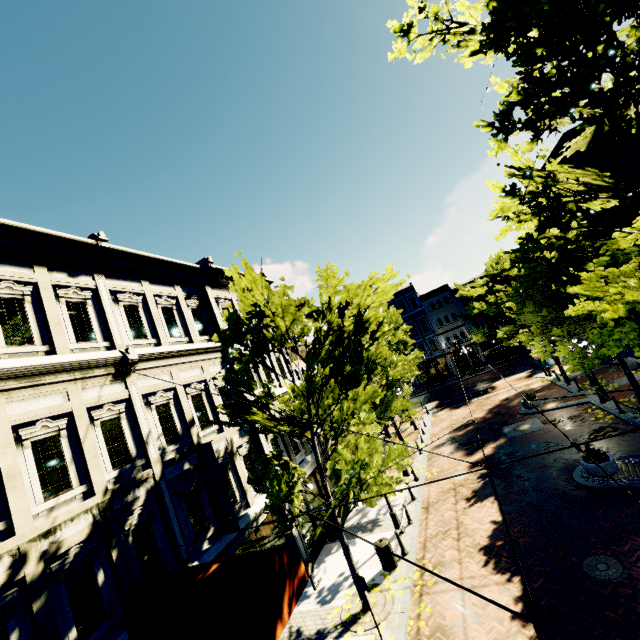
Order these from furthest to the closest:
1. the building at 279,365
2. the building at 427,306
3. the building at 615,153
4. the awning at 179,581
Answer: the building at 427,306 < the building at 279,365 < the building at 615,153 < the awning at 179,581

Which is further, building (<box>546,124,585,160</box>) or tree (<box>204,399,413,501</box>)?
building (<box>546,124,585,160</box>)

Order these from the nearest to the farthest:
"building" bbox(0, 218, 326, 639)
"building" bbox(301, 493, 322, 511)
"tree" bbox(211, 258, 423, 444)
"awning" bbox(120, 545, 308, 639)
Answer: "awning" bbox(120, 545, 308, 639), "building" bbox(0, 218, 326, 639), "tree" bbox(211, 258, 423, 444), "building" bbox(301, 493, 322, 511)

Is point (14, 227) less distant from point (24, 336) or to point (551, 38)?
point (24, 336)

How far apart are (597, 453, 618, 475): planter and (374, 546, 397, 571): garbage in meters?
7.8

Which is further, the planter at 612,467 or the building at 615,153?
the building at 615,153

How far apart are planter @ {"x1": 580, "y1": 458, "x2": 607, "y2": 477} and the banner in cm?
1259
